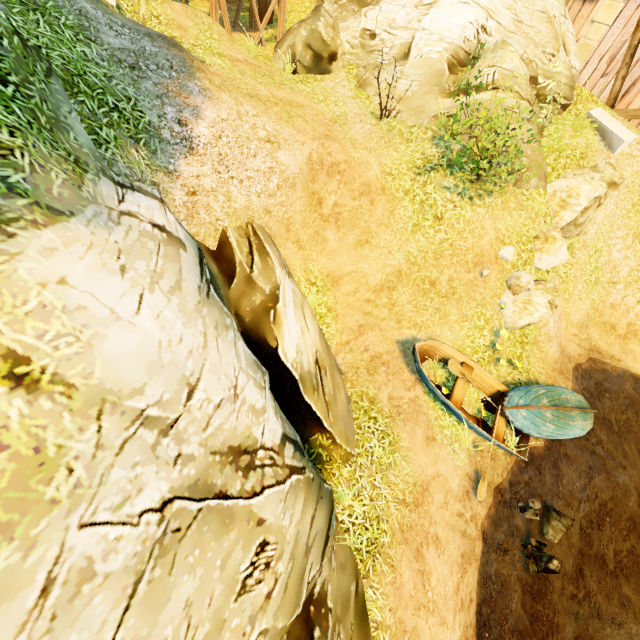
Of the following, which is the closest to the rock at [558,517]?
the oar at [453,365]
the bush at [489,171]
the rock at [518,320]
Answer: the oar at [453,365]

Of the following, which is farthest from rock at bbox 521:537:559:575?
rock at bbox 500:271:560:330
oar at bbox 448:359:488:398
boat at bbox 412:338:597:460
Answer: rock at bbox 500:271:560:330

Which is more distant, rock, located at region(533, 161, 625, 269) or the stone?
the stone

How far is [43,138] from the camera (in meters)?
3.33

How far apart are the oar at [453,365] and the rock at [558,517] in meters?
2.3

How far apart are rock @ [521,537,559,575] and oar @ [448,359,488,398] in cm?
289

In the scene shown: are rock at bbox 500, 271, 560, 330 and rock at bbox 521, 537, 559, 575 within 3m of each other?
no

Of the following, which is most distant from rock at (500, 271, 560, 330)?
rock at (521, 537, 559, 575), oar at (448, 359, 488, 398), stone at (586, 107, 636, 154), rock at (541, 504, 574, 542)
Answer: Answer: stone at (586, 107, 636, 154)
